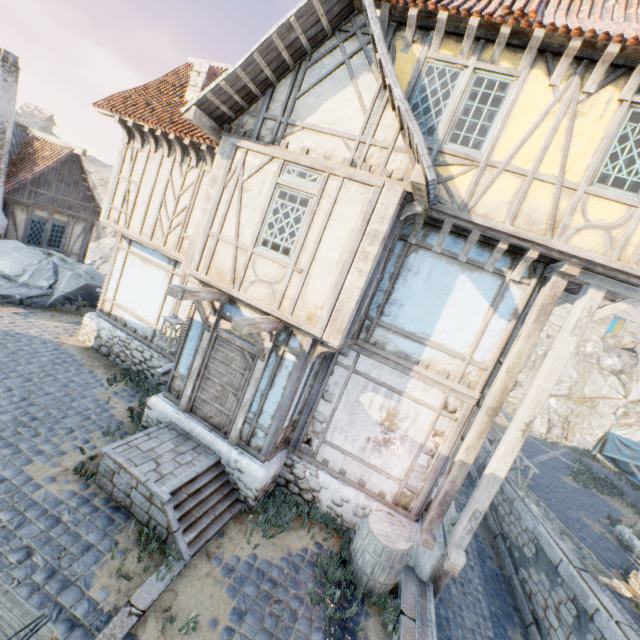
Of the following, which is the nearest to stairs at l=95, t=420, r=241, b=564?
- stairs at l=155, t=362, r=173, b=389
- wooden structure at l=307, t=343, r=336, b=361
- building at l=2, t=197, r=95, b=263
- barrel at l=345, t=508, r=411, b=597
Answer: stairs at l=155, t=362, r=173, b=389

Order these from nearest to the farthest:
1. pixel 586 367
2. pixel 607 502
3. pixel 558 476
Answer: pixel 607 502, pixel 558 476, pixel 586 367

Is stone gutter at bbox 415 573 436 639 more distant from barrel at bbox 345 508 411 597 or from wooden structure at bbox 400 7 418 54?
wooden structure at bbox 400 7 418 54

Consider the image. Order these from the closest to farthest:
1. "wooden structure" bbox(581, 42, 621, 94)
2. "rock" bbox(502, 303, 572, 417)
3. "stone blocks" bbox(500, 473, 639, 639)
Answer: "wooden structure" bbox(581, 42, 621, 94)
"stone blocks" bbox(500, 473, 639, 639)
"rock" bbox(502, 303, 572, 417)

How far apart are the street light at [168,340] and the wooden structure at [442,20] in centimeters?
585cm

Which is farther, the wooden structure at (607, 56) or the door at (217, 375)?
the door at (217, 375)

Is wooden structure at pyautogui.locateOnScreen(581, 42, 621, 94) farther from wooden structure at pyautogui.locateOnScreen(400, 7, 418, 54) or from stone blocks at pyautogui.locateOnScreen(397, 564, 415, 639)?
stone blocks at pyautogui.locateOnScreen(397, 564, 415, 639)

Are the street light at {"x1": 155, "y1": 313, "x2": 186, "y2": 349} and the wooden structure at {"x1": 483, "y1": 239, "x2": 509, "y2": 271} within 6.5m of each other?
yes
